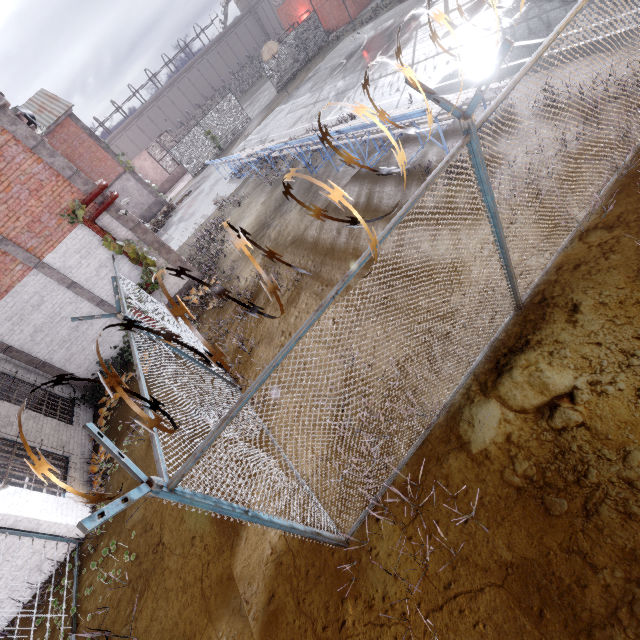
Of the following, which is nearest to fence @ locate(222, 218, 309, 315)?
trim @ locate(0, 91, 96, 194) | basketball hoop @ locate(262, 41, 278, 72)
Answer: trim @ locate(0, 91, 96, 194)

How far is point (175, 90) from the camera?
56.4 meters

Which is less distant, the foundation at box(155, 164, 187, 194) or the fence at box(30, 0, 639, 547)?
the fence at box(30, 0, 639, 547)

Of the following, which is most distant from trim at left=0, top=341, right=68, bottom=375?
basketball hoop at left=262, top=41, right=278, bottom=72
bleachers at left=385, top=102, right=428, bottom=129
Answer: basketball hoop at left=262, top=41, right=278, bottom=72

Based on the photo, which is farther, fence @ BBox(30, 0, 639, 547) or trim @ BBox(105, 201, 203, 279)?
trim @ BBox(105, 201, 203, 279)

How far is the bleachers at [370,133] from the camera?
8.7 meters

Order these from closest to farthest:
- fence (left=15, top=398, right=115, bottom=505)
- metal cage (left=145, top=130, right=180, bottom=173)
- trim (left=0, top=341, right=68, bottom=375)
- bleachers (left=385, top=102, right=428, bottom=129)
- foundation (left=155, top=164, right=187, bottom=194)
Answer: fence (left=15, top=398, right=115, bottom=505)
bleachers (left=385, top=102, right=428, bottom=129)
trim (left=0, top=341, right=68, bottom=375)
metal cage (left=145, top=130, right=180, bottom=173)
foundation (left=155, top=164, right=187, bottom=194)

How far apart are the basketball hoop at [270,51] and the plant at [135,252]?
23.1m
